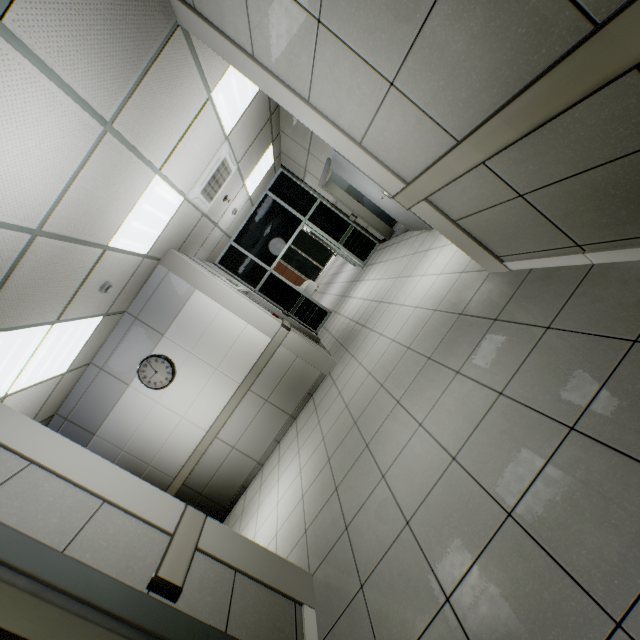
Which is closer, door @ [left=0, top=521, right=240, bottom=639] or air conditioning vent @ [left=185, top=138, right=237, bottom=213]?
door @ [left=0, top=521, right=240, bottom=639]

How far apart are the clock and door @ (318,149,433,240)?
4.2 meters

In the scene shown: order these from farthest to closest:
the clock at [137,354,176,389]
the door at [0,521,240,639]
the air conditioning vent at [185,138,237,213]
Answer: the clock at [137,354,176,389] → the air conditioning vent at [185,138,237,213] → the door at [0,521,240,639]

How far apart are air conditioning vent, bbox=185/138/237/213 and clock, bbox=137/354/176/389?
2.41m

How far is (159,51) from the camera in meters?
2.5

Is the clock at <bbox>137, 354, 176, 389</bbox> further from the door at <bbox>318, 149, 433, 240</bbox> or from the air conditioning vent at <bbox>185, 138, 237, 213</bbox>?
the door at <bbox>318, 149, 433, 240</bbox>

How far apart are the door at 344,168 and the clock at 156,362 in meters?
4.2 m

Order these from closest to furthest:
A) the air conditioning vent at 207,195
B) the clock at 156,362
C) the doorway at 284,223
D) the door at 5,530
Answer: the door at 5,530 → the air conditioning vent at 207,195 → the clock at 156,362 → the doorway at 284,223
